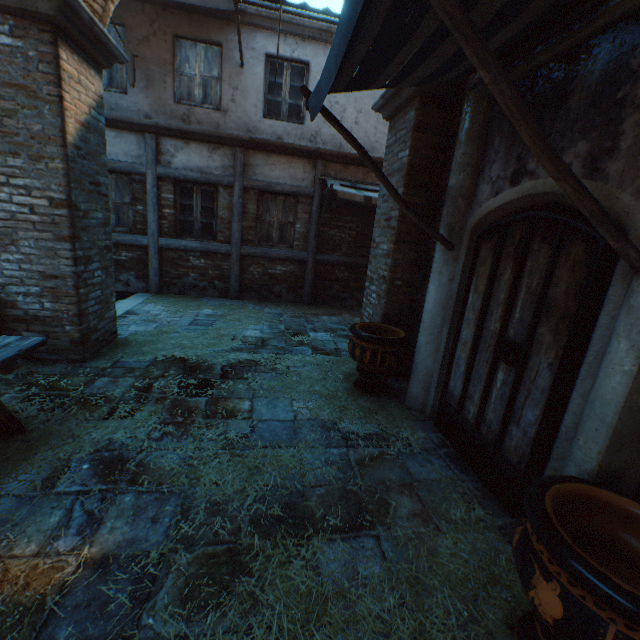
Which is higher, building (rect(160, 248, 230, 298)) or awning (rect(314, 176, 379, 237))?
awning (rect(314, 176, 379, 237))

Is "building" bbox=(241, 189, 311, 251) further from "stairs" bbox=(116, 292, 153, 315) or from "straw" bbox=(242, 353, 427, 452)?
"stairs" bbox=(116, 292, 153, 315)

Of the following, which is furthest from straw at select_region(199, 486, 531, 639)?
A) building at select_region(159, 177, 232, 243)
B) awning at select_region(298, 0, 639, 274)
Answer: awning at select_region(298, 0, 639, 274)

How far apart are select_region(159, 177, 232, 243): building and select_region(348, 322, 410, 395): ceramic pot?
5.2 meters

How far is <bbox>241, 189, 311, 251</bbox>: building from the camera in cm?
823

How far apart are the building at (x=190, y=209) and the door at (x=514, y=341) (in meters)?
6.56

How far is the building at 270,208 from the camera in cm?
823

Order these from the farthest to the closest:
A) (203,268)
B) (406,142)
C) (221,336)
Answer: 1. (203,268)
2. (221,336)
3. (406,142)
